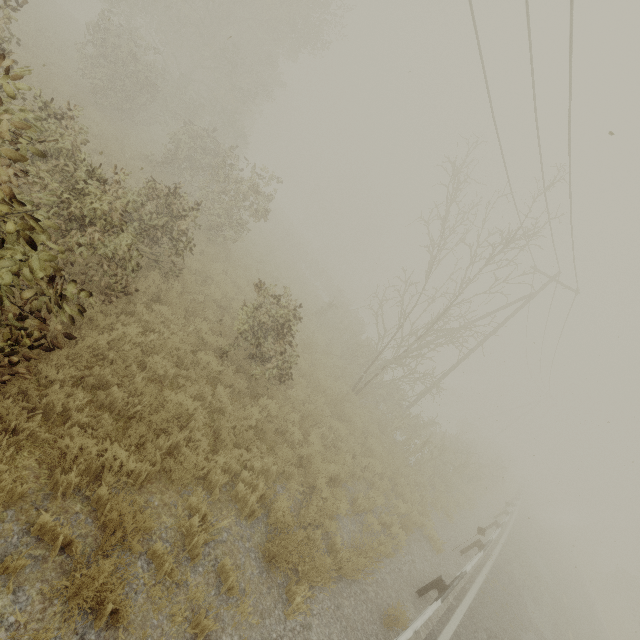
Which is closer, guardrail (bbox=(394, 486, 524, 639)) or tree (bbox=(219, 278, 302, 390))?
guardrail (bbox=(394, 486, 524, 639))

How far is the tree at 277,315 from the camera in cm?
834

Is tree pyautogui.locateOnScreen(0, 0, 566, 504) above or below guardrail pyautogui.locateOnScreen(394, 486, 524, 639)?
above

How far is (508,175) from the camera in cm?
1273

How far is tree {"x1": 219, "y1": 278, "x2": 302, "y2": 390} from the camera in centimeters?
834cm

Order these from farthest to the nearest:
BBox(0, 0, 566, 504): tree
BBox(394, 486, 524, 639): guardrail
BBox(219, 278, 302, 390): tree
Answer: BBox(219, 278, 302, 390): tree, BBox(394, 486, 524, 639): guardrail, BBox(0, 0, 566, 504): tree

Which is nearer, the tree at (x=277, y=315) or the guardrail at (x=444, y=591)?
the guardrail at (x=444, y=591)
